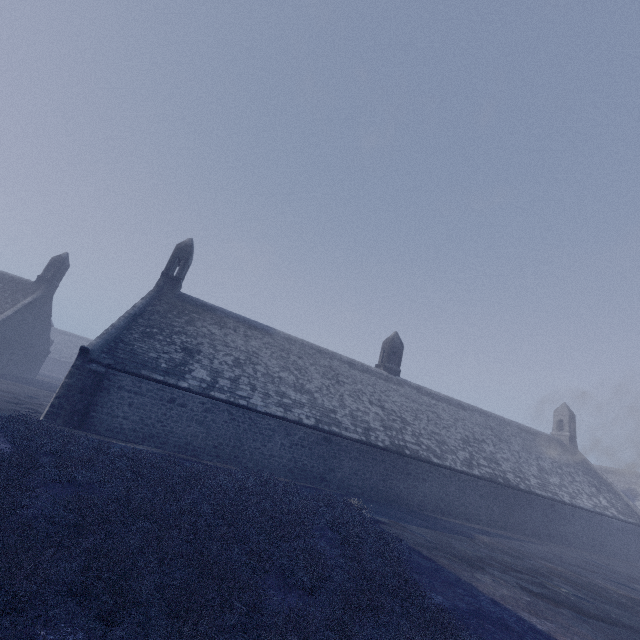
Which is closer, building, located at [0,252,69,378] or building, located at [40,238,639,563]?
building, located at [40,238,639,563]

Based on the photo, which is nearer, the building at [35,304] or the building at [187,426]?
the building at [187,426]

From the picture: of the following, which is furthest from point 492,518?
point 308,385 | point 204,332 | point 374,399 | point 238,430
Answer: point 204,332
